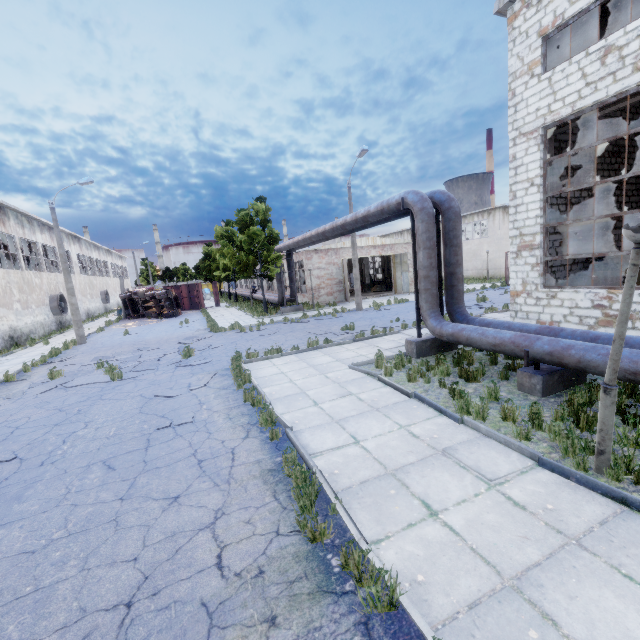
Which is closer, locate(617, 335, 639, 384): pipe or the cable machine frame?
locate(617, 335, 639, 384): pipe

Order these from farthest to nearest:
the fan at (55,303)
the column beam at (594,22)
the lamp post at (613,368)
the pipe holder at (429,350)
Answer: the fan at (55,303), the column beam at (594,22), the pipe holder at (429,350), the lamp post at (613,368)

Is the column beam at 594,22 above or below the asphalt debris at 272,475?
above

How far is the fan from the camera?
27.9 meters

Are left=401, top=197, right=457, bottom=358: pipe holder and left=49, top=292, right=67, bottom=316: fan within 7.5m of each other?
no

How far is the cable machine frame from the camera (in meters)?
12.19

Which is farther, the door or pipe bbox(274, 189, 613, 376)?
the door

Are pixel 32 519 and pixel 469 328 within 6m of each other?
no
